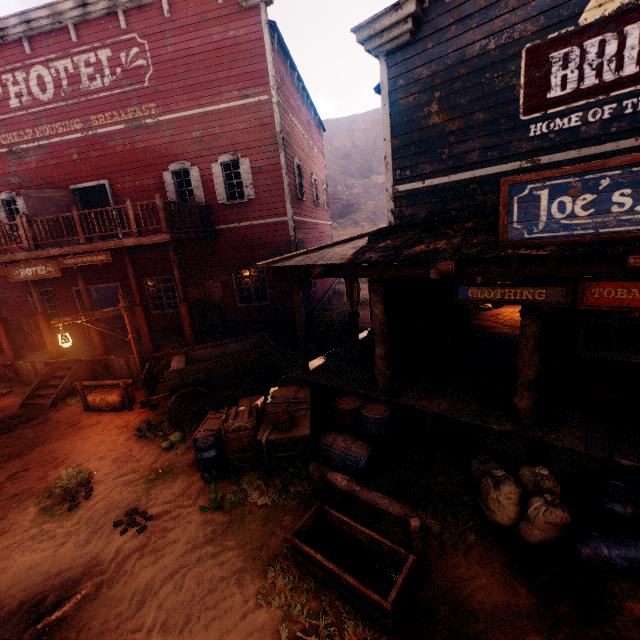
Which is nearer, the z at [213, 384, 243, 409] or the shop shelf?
the shop shelf

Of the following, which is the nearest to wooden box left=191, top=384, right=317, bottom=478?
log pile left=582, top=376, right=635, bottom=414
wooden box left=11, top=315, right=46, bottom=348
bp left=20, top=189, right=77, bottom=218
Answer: log pile left=582, top=376, right=635, bottom=414

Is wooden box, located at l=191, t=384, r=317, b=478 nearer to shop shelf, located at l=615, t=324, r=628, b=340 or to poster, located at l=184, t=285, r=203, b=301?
poster, located at l=184, t=285, r=203, b=301

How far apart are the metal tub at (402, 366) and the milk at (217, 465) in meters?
3.7

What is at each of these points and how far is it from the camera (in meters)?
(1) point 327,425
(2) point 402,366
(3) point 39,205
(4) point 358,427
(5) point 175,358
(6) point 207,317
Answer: (1) z, 7.22
(2) metal tub, 7.24
(3) bp, 12.41
(4) barrel, 6.27
(5) carraige, 8.59
(6) barrel, 12.71

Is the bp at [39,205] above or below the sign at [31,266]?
above

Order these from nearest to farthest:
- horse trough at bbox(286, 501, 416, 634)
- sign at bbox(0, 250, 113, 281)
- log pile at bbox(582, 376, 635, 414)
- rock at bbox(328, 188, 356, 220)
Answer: horse trough at bbox(286, 501, 416, 634) < log pile at bbox(582, 376, 635, 414) < sign at bbox(0, 250, 113, 281) < rock at bbox(328, 188, 356, 220)

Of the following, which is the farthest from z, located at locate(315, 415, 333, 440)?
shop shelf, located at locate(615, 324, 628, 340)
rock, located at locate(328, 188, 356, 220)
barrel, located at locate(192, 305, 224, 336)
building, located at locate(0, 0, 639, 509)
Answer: shop shelf, located at locate(615, 324, 628, 340)
